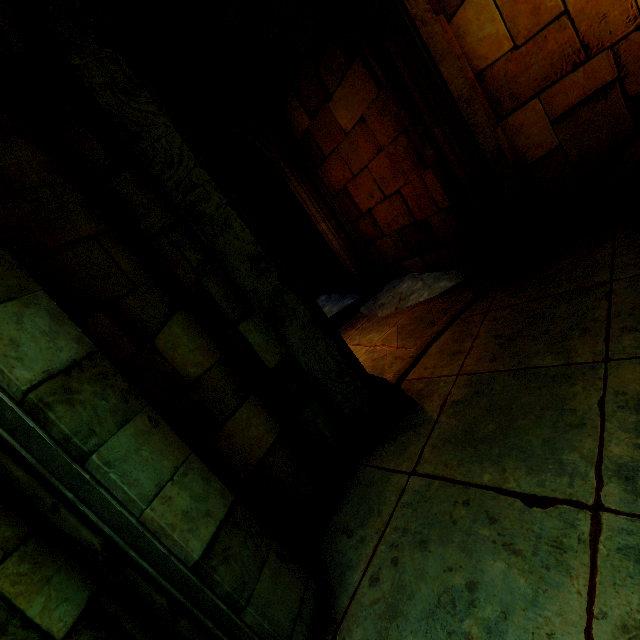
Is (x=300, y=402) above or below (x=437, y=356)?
above
